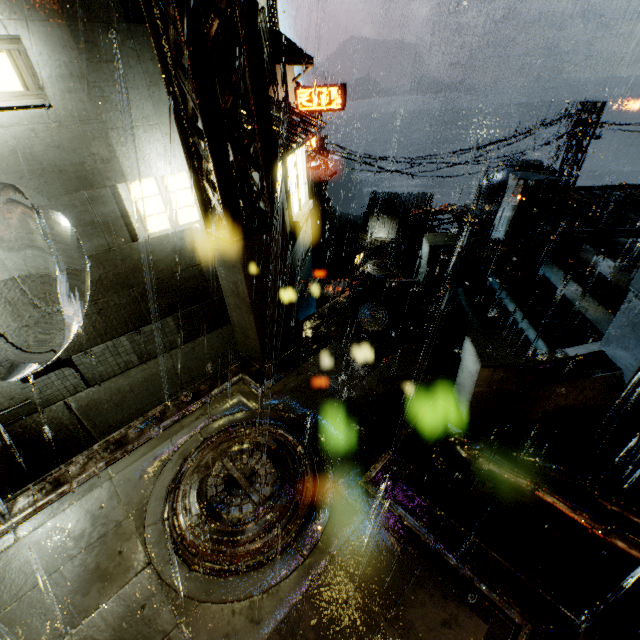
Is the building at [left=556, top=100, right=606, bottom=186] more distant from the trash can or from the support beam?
the trash can

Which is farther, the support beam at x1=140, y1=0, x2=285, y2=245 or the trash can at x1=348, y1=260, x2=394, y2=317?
the trash can at x1=348, y1=260, x2=394, y2=317

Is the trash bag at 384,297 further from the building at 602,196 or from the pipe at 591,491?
the pipe at 591,491

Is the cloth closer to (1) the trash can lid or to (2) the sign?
(2) the sign

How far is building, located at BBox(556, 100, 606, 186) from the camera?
15.2m

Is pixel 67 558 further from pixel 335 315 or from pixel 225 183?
pixel 335 315

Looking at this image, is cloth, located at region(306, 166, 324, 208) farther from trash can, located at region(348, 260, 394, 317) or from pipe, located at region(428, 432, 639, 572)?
pipe, located at region(428, 432, 639, 572)

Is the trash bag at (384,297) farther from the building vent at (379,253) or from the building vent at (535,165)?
the building vent at (379,253)
